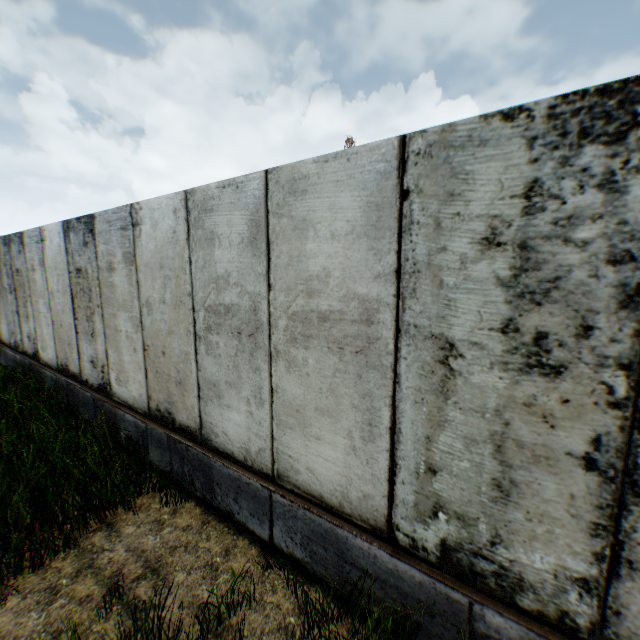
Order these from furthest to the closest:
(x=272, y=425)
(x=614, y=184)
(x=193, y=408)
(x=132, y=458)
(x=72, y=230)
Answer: (x=72, y=230)
(x=132, y=458)
(x=193, y=408)
(x=272, y=425)
(x=614, y=184)
